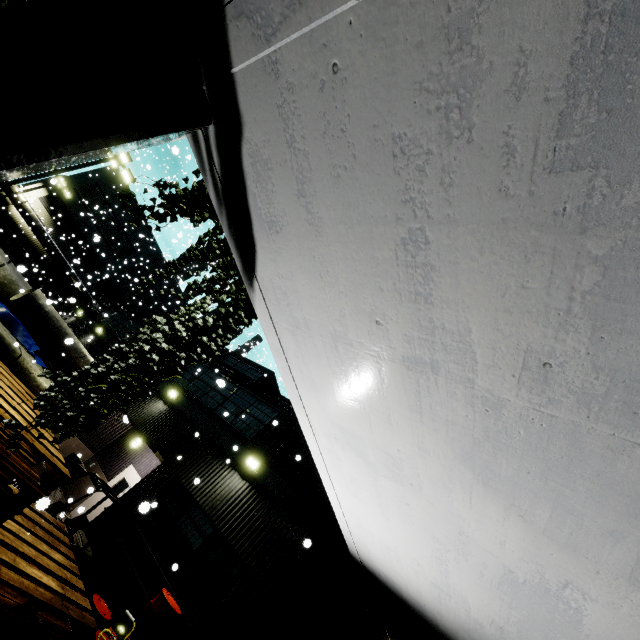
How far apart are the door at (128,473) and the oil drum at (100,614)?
6.0 meters

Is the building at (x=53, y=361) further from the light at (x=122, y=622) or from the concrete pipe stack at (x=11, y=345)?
the light at (x=122, y=622)

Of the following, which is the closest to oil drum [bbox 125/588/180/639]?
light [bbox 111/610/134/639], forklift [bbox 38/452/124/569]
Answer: light [bbox 111/610/134/639]

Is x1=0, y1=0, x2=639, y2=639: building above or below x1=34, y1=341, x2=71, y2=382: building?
above

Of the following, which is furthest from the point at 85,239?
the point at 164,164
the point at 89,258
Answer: the point at 164,164

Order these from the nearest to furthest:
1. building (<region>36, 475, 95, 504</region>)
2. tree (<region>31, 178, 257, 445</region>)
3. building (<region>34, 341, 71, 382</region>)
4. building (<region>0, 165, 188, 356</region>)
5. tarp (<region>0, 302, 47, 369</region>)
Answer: tree (<region>31, 178, 257, 445</region>), building (<region>36, 475, 95, 504</region>), tarp (<region>0, 302, 47, 369</region>), building (<region>34, 341, 71, 382</region>), building (<region>0, 165, 188, 356</region>)

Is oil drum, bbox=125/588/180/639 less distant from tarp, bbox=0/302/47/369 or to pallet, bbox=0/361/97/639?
pallet, bbox=0/361/97/639

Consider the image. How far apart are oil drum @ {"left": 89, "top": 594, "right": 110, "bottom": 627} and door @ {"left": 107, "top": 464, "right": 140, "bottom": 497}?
6.0 meters
